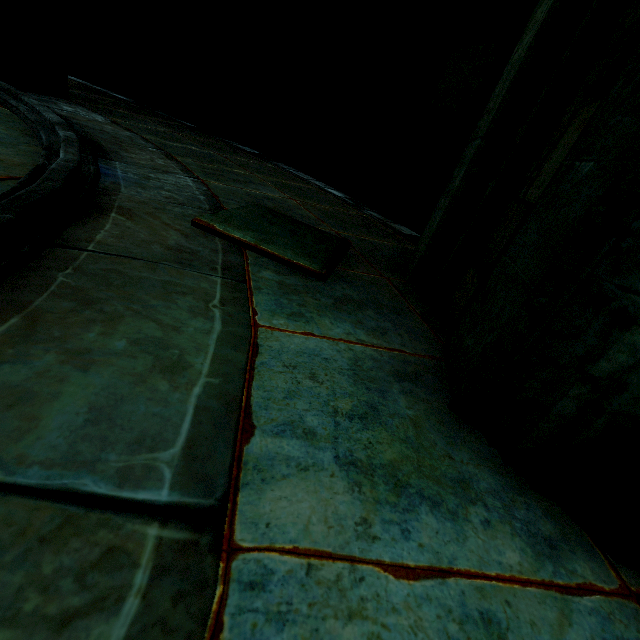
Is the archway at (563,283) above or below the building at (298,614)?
above

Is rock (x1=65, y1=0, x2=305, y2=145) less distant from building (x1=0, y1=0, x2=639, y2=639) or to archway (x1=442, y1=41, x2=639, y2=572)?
building (x1=0, y1=0, x2=639, y2=639)

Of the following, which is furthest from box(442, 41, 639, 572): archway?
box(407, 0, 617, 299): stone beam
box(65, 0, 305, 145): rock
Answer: box(65, 0, 305, 145): rock

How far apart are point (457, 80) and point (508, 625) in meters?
4.5

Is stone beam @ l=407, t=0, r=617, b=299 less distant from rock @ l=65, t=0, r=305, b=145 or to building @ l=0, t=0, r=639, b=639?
building @ l=0, t=0, r=639, b=639

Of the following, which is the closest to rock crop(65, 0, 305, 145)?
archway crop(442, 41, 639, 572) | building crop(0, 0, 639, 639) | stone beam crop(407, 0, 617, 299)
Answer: building crop(0, 0, 639, 639)

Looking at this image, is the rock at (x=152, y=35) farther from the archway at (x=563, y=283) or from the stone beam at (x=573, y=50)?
the archway at (x=563, y=283)
